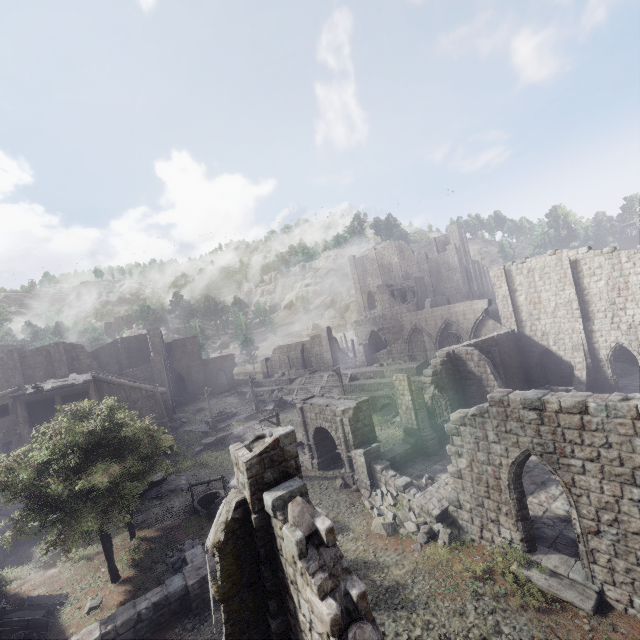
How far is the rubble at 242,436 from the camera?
31.8 meters

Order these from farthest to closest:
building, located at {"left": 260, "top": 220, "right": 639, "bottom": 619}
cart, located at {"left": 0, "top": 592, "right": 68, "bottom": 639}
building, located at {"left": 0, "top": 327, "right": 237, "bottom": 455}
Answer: building, located at {"left": 0, "top": 327, "right": 237, "bottom": 455} → cart, located at {"left": 0, "top": 592, "right": 68, "bottom": 639} → building, located at {"left": 260, "top": 220, "right": 639, "bottom": 619}

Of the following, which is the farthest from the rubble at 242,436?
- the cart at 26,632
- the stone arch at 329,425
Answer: the cart at 26,632

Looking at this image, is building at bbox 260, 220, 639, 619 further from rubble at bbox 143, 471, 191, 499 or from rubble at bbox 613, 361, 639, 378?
rubble at bbox 613, 361, 639, 378

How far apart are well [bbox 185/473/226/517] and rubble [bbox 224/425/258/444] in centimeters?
968cm

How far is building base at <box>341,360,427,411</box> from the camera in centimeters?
3410cm

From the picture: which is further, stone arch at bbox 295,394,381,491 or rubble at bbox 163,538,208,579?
stone arch at bbox 295,394,381,491

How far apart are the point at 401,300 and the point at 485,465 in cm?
4517
